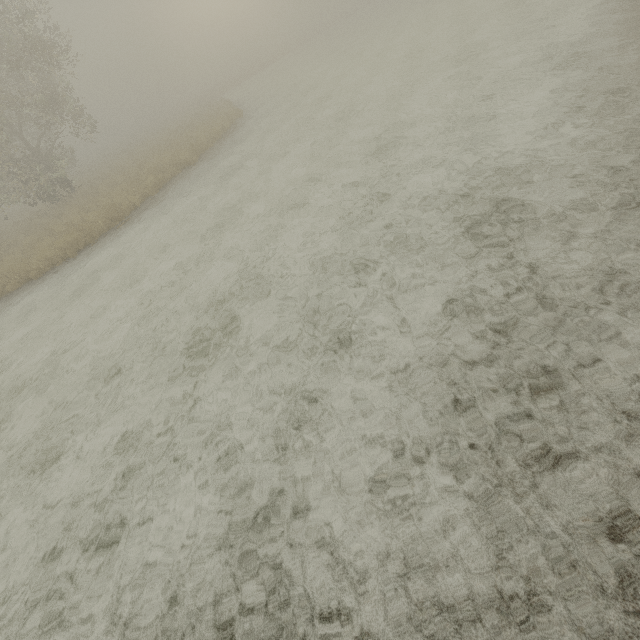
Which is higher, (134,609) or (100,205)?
(100,205)
